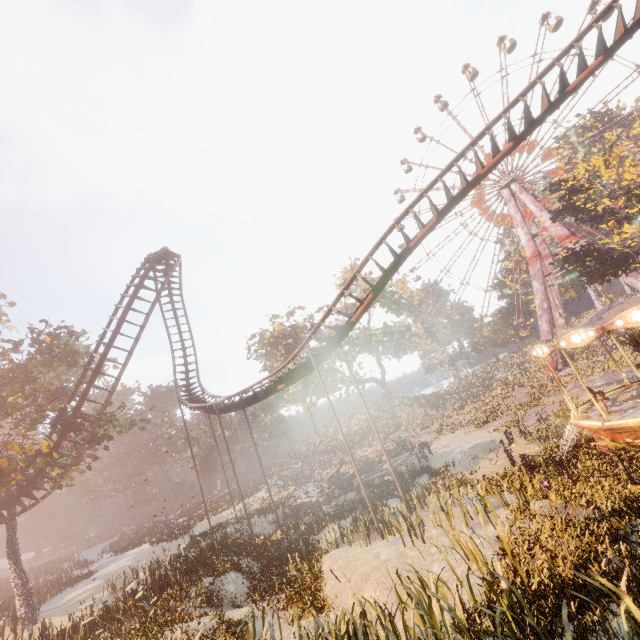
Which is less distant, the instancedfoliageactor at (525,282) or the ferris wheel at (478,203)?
the ferris wheel at (478,203)

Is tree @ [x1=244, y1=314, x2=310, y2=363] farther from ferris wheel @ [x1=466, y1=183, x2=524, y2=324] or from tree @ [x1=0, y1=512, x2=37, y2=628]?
tree @ [x1=0, y1=512, x2=37, y2=628]

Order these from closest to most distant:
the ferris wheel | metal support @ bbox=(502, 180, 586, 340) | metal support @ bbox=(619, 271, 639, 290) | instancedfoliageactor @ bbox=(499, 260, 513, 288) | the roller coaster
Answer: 1. the roller coaster
2. metal support @ bbox=(619, 271, 639, 290)
3. metal support @ bbox=(502, 180, 586, 340)
4. the ferris wheel
5. instancedfoliageactor @ bbox=(499, 260, 513, 288)

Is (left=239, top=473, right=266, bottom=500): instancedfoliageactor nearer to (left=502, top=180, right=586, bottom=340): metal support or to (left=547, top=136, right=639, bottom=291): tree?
(left=502, top=180, right=586, bottom=340): metal support

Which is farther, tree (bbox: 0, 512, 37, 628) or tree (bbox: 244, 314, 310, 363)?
tree (bbox: 244, 314, 310, 363)

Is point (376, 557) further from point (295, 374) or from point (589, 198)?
point (589, 198)

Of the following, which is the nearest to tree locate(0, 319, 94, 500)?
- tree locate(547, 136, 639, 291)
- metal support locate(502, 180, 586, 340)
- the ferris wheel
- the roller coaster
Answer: the roller coaster

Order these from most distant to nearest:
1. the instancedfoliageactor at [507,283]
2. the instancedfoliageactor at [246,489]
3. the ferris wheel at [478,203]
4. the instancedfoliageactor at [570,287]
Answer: the instancedfoliageactor at [507,283], the instancedfoliageactor at [570,287], the ferris wheel at [478,203], the instancedfoliageactor at [246,489]
